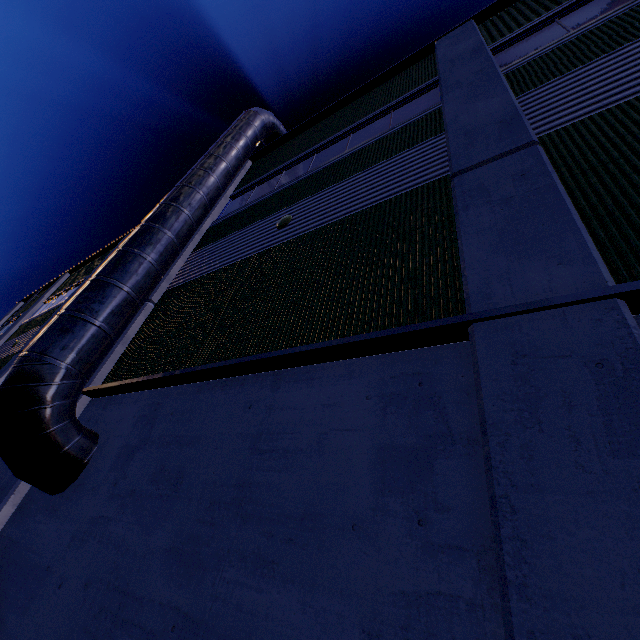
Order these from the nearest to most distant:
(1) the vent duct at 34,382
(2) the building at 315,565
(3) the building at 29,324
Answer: (2) the building at 315,565 < (1) the vent duct at 34,382 < (3) the building at 29,324

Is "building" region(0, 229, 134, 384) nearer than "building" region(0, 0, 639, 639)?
No

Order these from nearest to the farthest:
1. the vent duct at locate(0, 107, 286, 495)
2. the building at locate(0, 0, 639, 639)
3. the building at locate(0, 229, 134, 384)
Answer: the building at locate(0, 0, 639, 639) → the vent duct at locate(0, 107, 286, 495) → the building at locate(0, 229, 134, 384)

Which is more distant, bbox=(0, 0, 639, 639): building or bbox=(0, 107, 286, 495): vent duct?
bbox=(0, 107, 286, 495): vent duct

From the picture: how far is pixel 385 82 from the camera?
9.7 meters

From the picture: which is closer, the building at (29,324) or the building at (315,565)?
the building at (315,565)
